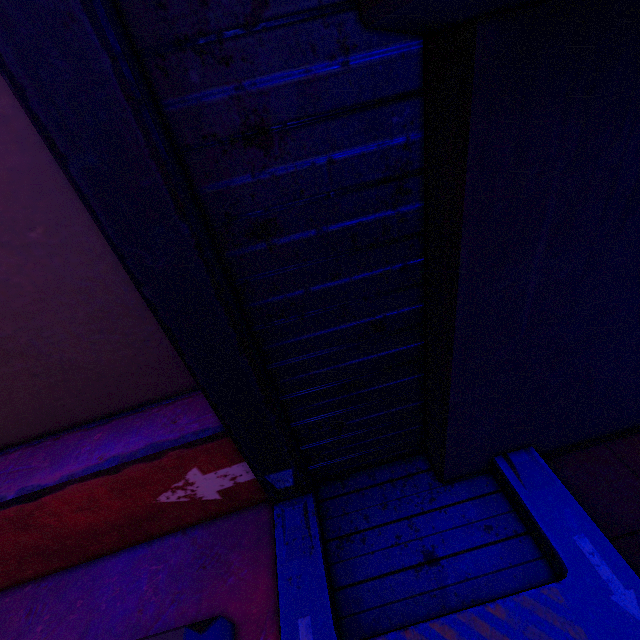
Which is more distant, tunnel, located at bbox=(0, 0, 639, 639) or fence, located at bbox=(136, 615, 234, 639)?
fence, located at bbox=(136, 615, 234, 639)

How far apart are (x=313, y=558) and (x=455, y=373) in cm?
193

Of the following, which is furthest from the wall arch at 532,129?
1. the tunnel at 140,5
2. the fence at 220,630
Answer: the fence at 220,630

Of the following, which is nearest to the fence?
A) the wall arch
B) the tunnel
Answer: the tunnel

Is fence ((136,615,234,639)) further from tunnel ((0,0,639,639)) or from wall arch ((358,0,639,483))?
wall arch ((358,0,639,483))

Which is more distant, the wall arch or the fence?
the fence

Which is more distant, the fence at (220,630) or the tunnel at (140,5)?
the fence at (220,630)
